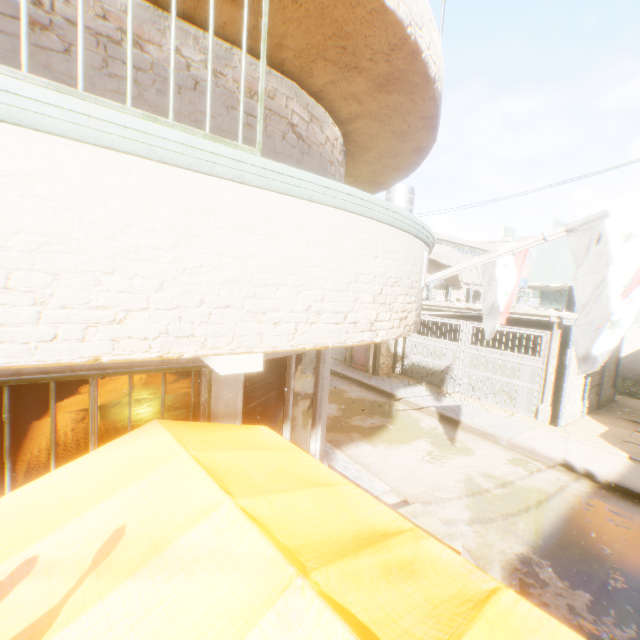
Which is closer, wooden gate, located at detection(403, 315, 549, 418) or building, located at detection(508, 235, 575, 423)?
building, located at detection(508, 235, 575, 423)

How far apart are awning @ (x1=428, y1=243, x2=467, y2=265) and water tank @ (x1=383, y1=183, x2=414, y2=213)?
2.2m

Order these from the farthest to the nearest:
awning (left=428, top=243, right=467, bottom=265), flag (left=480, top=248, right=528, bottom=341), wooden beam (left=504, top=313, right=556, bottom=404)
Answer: awning (left=428, top=243, right=467, bottom=265) < wooden beam (left=504, top=313, right=556, bottom=404) < flag (left=480, top=248, right=528, bottom=341)

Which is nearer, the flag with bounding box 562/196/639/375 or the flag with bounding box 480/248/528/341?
the flag with bounding box 562/196/639/375

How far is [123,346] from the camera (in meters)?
1.86

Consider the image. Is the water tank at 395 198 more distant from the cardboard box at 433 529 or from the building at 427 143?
the cardboard box at 433 529

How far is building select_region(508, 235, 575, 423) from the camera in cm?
1038

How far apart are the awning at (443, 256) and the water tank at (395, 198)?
2.20m
